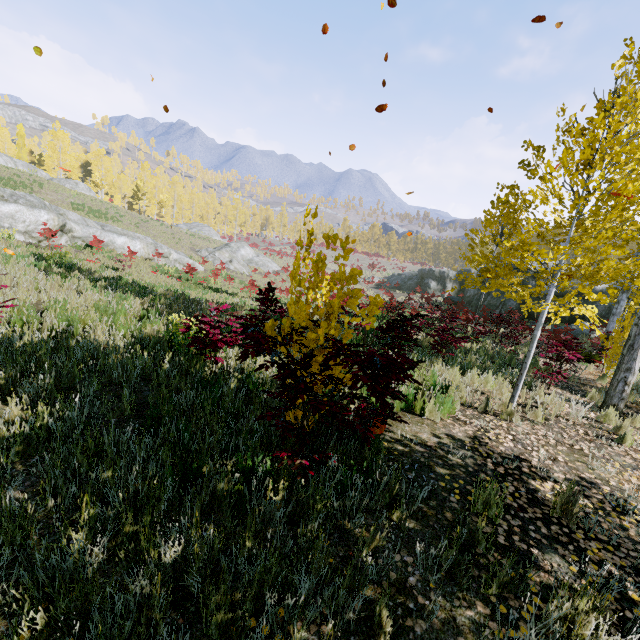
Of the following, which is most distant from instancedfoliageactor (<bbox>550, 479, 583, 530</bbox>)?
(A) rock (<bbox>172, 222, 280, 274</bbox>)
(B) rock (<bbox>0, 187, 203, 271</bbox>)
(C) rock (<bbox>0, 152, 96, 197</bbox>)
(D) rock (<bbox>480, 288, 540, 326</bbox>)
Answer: (A) rock (<bbox>172, 222, 280, 274</bbox>)

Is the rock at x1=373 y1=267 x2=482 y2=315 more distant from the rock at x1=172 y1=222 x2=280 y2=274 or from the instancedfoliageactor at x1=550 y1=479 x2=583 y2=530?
the rock at x1=172 y1=222 x2=280 y2=274

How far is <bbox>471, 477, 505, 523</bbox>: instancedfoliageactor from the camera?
3.0m

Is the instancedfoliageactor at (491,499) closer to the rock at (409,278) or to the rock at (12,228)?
the rock at (409,278)

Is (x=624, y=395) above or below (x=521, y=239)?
below

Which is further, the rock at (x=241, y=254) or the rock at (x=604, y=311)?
the rock at (x=241, y=254)

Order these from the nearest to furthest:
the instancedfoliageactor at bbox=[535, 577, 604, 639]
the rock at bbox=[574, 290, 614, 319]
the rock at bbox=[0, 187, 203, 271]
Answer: the instancedfoliageactor at bbox=[535, 577, 604, 639] < the rock at bbox=[0, 187, 203, 271] < the rock at bbox=[574, 290, 614, 319]

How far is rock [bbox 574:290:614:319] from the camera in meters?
20.6
